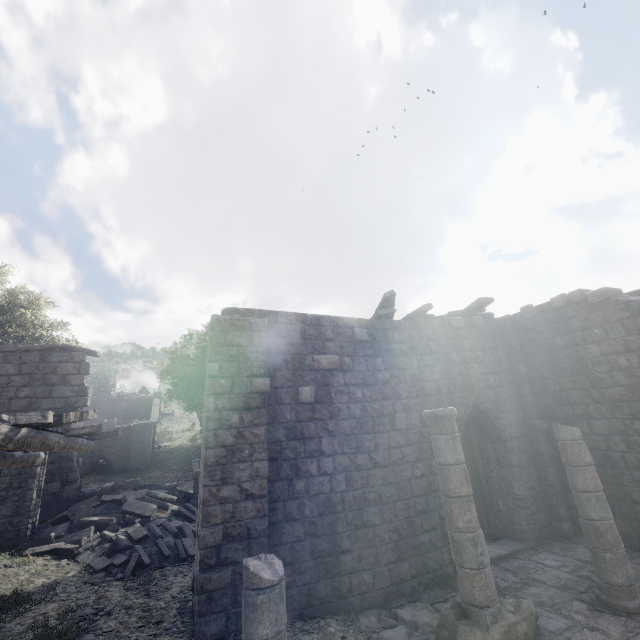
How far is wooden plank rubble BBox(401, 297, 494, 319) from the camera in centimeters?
1019cm

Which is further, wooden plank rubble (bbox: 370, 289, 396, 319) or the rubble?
wooden plank rubble (bbox: 370, 289, 396, 319)

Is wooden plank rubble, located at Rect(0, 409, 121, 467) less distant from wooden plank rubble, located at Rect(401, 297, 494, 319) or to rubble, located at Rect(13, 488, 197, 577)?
rubble, located at Rect(13, 488, 197, 577)

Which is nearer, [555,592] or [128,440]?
[555,592]

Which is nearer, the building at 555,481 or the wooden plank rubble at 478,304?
the building at 555,481

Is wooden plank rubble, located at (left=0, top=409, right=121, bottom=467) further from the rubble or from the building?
the rubble
